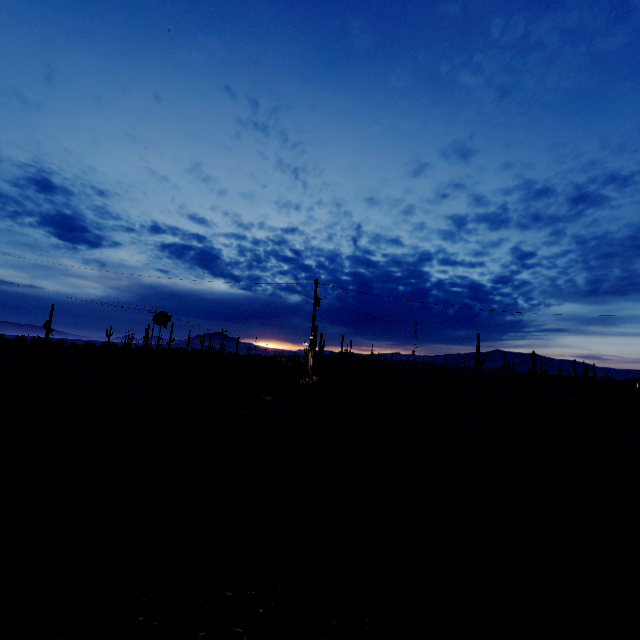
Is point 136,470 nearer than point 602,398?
Yes

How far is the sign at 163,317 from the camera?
24.31m

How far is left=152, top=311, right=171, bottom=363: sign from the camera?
24.31m
